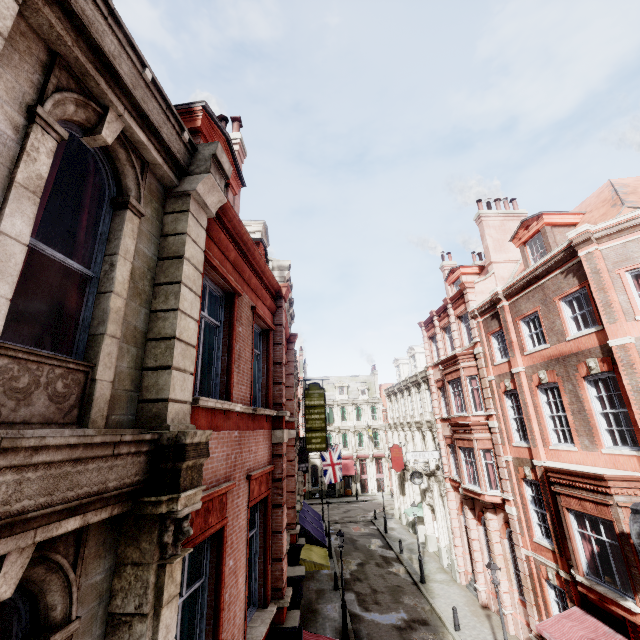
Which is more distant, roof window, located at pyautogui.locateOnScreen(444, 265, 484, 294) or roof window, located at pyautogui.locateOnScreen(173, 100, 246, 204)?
roof window, located at pyautogui.locateOnScreen(444, 265, 484, 294)

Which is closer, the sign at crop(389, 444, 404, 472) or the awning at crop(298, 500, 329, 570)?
the awning at crop(298, 500, 329, 570)

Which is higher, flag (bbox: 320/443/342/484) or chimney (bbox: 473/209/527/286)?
chimney (bbox: 473/209/527/286)

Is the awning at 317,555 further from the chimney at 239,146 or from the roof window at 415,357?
the chimney at 239,146

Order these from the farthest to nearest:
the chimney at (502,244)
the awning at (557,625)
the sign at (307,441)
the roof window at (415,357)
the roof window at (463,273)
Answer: the roof window at (415,357)
the roof window at (463,273)
the sign at (307,441)
the chimney at (502,244)
the awning at (557,625)

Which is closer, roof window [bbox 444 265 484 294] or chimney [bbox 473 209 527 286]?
chimney [bbox 473 209 527 286]

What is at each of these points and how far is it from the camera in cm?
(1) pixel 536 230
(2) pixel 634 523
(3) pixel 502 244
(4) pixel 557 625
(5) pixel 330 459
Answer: (1) roof window, 1563
(2) clock, 789
(3) chimney, 2041
(4) awning, 1152
(5) flag, 2942

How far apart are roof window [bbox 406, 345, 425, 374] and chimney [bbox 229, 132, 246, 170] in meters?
24.1 m
